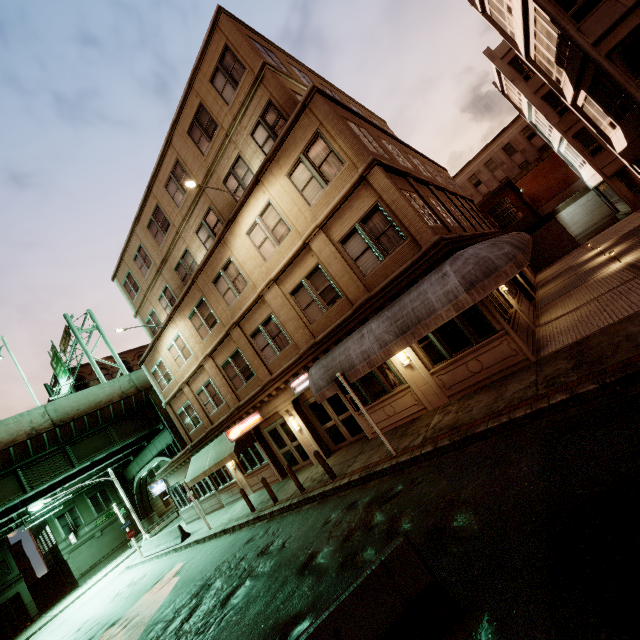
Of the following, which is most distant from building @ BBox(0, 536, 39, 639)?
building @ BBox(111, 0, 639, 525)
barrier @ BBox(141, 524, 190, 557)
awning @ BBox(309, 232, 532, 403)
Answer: awning @ BBox(309, 232, 532, 403)

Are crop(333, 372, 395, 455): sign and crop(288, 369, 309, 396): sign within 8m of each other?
yes

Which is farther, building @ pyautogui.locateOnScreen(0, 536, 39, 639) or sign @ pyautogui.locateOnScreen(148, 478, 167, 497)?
building @ pyautogui.locateOnScreen(0, 536, 39, 639)

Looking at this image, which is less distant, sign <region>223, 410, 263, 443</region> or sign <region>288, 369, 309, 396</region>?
sign <region>288, 369, 309, 396</region>

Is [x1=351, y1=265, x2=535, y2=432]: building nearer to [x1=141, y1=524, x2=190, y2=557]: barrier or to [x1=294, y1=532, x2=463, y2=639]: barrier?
[x1=141, y1=524, x2=190, y2=557]: barrier

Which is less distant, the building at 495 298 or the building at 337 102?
the building at 495 298

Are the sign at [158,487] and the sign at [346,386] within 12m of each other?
no

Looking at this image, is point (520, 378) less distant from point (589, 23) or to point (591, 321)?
point (591, 321)
